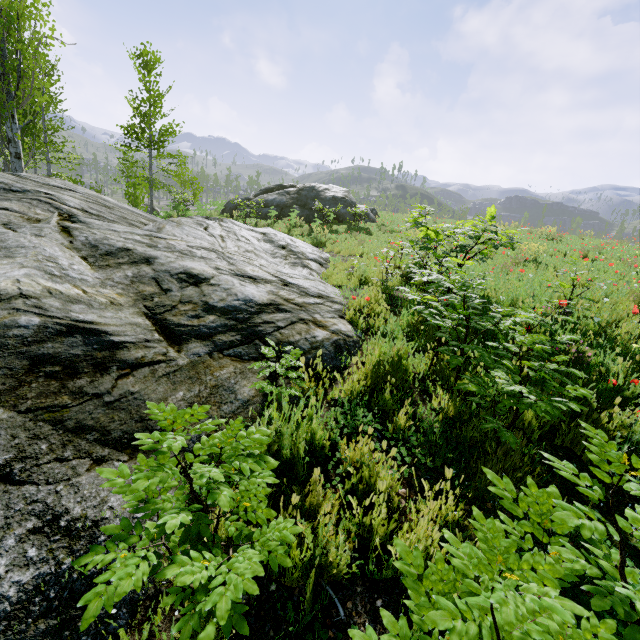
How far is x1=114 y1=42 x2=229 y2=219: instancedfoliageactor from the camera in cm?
1580

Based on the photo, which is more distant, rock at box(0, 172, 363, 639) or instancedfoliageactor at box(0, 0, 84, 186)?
instancedfoliageactor at box(0, 0, 84, 186)

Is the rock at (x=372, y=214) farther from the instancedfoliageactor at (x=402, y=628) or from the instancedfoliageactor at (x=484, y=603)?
the instancedfoliageactor at (x=402, y=628)

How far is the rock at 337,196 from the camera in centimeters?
2109cm

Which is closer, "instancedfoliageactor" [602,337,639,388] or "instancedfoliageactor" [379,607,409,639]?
"instancedfoliageactor" [379,607,409,639]

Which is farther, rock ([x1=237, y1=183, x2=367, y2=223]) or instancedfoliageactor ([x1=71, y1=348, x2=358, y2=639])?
rock ([x1=237, y1=183, x2=367, y2=223])

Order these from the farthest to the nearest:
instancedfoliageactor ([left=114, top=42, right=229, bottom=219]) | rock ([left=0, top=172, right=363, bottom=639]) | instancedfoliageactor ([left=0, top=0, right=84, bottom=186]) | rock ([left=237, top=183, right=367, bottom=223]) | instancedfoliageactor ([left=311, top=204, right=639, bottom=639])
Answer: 1. rock ([left=237, top=183, right=367, bottom=223])
2. instancedfoliageactor ([left=114, top=42, right=229, bottom=219])
3. instancedfoliageactor ([left=0, top=0, right=84, bottom=186])
4. rock ([left=0, top=172, right=363, bottom=639])
5. instancedfoliageactor ([left=311, top=204, right=639, bottom=639])

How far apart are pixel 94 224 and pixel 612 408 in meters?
6.7
